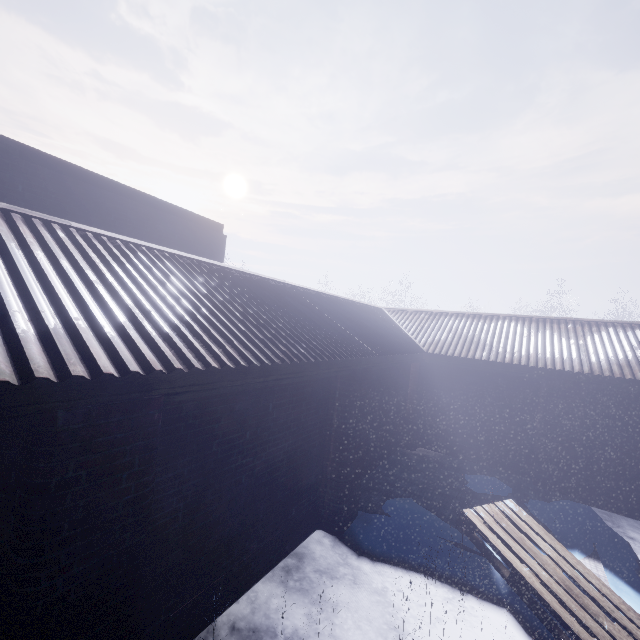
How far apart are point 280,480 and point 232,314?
1.9m
